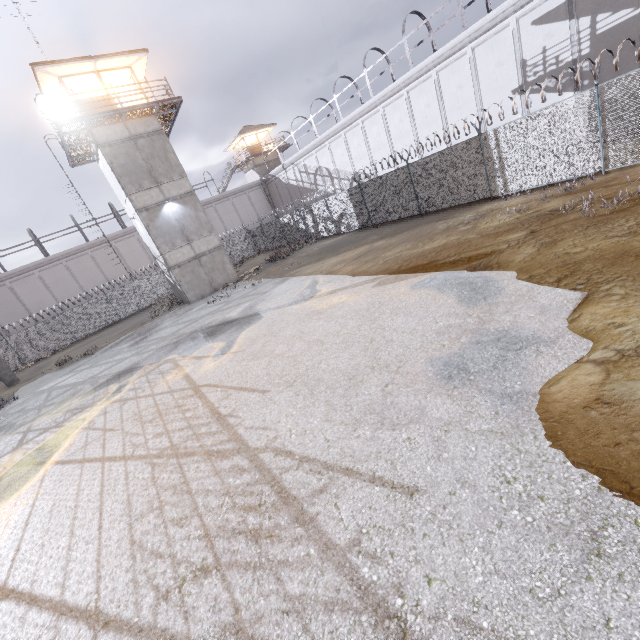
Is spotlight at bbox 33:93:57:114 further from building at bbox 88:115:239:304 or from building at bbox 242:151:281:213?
building at bbox 242:151:281:213

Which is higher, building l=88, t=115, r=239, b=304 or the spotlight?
the spotlight

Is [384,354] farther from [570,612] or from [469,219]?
[469,219]

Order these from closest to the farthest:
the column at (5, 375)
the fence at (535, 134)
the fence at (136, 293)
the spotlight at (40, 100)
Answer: the fence at (535, 134) < the spotlight at (40, 100) < the column at (5, 375) < the fence at (136, 293)

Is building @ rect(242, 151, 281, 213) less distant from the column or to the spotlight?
the spotlight

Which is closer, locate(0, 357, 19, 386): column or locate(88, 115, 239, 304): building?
locate(88, 115, 239, 304): building

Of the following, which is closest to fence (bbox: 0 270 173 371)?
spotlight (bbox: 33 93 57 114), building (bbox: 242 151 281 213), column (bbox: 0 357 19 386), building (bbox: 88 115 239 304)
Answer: column (bbox: 0 357 19 386)

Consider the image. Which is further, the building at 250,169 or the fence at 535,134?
the building at 250,169
